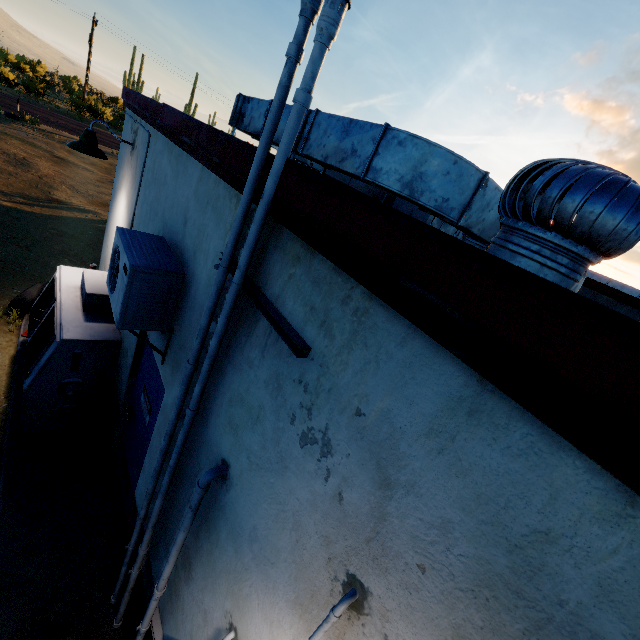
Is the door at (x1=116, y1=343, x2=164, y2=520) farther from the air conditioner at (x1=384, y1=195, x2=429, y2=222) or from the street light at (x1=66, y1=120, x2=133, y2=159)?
the air conditioner at (x1=384, y1=195, x2=429, y2=222)

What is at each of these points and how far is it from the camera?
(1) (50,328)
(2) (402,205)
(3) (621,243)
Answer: (1) fridge, 4.0 meters
(2) air conditioner, 7.1 meters
(3) air vent, 1.3 meters

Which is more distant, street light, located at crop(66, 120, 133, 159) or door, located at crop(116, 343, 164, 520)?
street light, located at crop(66, 120, 133, 159)

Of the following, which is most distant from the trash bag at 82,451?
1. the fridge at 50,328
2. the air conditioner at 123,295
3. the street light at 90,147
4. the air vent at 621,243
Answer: the air vent at 621,243

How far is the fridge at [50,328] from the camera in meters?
3.8

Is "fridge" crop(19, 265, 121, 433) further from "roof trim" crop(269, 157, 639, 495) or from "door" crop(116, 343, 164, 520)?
"roof trim" crop(269, 157, 639, 495)

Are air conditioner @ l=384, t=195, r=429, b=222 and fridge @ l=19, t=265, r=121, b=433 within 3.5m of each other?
no

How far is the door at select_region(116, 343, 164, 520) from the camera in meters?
3.2
